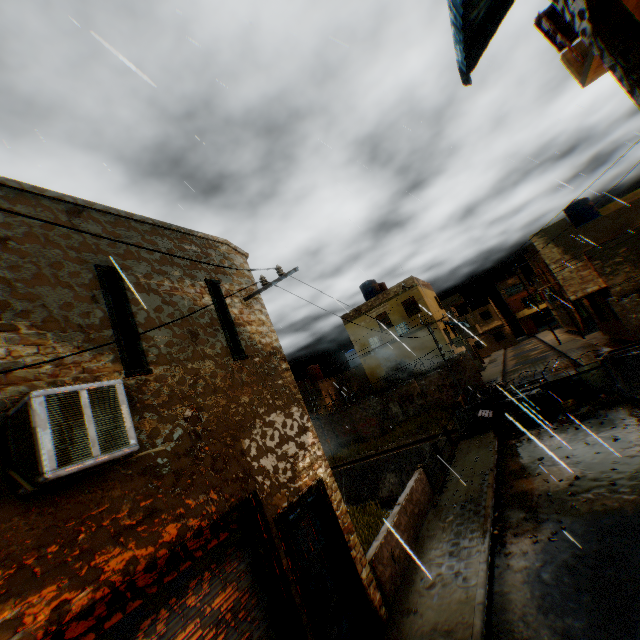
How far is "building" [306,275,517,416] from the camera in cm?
2456

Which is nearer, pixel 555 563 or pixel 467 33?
pixel 467 33

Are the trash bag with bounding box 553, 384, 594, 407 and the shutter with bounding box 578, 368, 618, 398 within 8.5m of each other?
yes

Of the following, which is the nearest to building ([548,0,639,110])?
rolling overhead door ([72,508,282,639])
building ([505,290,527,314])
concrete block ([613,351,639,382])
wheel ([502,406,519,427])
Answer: rolling overhead door ([72,508,282,639])

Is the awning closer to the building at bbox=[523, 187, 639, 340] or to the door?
the building at bbox=[523, 187, 639, 340]

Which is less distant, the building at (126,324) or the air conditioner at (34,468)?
the air conditioner at (34,468)

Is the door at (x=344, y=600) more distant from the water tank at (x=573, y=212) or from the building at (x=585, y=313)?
the water tank at (x=573, y=212)

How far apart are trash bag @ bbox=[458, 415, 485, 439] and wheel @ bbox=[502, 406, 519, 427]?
Result: 0.64m
